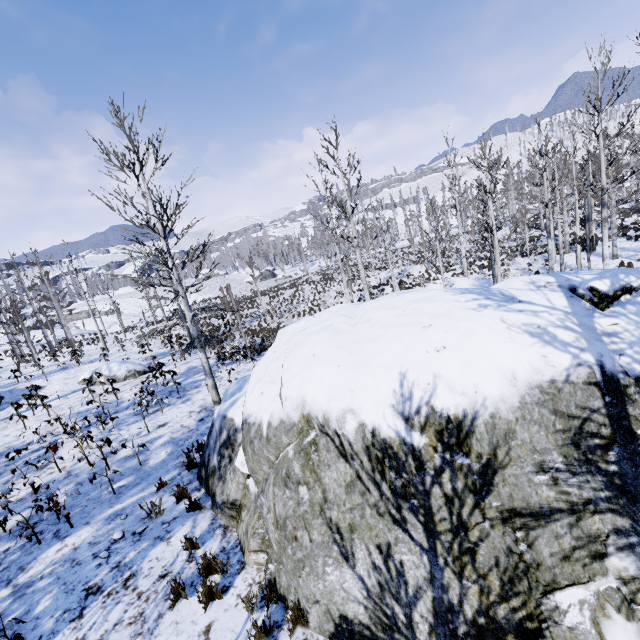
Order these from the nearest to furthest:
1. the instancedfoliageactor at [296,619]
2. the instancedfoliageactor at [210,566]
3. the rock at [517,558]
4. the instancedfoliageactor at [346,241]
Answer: the rock at [517,558] → the instancedfoliageactor at [296,619] → the instancedfoliageactor at [210,566] → the instancedfoliageactor at [346,241]

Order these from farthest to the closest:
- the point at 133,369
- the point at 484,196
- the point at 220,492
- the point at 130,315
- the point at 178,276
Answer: the point at 130,315
the point at 133,369
the point at 484,196
the point at 178,276
the point at 220,492

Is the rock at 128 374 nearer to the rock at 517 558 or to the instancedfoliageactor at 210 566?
the instancedfoliageactor at 210 566

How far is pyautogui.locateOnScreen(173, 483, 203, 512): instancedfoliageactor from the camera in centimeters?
624cm

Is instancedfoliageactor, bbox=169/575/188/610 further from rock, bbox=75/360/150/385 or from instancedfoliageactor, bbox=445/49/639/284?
instancedfoliageactor, bbox=445/49/639/284

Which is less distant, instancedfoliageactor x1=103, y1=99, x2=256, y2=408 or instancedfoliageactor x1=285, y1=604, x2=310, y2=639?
instancedfoliageactor x1=285, y1=604, x2=310, y2=639

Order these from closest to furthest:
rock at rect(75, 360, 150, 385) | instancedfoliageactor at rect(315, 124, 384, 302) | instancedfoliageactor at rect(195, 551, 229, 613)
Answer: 1. instancedfoliageactor at rect(195, 551, 229, 613)
2. instancedfoliageactor at rect(315, 124, 384, 302)
3. rock at rect(75, 360, 150, 385)

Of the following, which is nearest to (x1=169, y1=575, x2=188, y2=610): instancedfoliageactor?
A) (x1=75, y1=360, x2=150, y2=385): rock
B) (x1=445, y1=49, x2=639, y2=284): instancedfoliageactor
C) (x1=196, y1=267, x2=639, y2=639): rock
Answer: (x1=196, y1=267, x2=639, y2=639): rock
